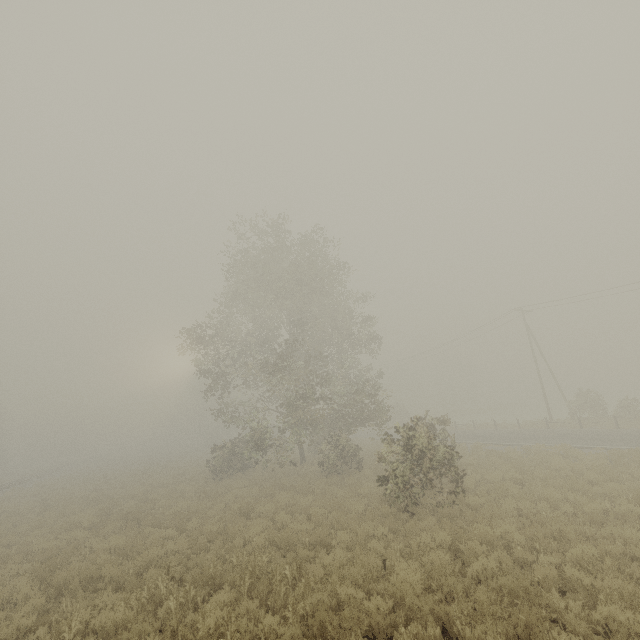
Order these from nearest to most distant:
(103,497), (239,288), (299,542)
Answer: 1. (299,542)
2. (103,497)
3. (239,288)
